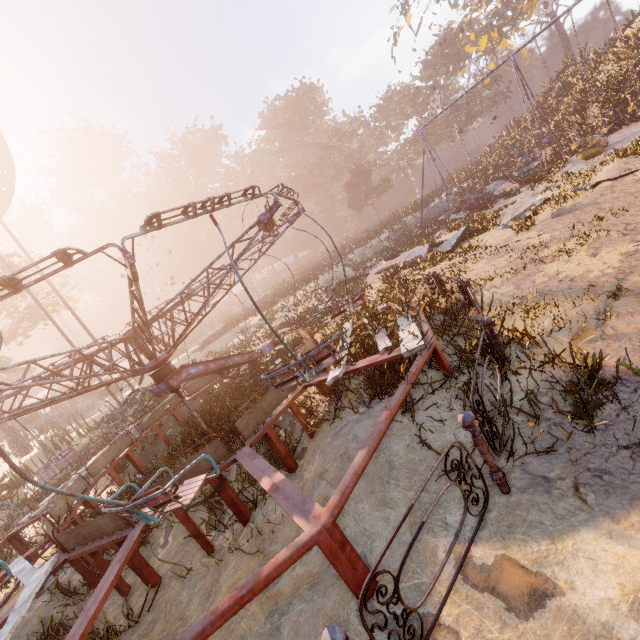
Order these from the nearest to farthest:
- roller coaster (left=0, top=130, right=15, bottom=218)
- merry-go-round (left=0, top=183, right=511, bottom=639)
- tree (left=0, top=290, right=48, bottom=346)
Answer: merry-go-round (left=0, top=183, right=511, bottom=639) → roller coaster (left=0, top=130, right=15, bottom=218) → tree (left=0, top=290, right=48, bottom=346)

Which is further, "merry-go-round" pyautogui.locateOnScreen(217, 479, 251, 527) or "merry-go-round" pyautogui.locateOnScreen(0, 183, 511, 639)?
"merry-go-round" pyautogui.locateOnScreen(217, 479, 251, 527)

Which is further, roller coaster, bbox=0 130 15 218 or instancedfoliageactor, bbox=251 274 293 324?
instancedfoliageactor, bbox=251 274 293 324

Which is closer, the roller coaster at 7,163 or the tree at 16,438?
the roller coaster at 7,163

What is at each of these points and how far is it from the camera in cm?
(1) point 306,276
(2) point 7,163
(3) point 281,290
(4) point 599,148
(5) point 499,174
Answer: (1) instancedfoliageactor, 3130
(2) roller coaster, 1600
(3) instancedfoliageactor, 3341
(4) swing, 1460
(5) instancedfoliageactor, 2394

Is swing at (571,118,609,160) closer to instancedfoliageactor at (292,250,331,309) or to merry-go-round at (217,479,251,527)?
instancedfoliageactor at (292,250,331,309)

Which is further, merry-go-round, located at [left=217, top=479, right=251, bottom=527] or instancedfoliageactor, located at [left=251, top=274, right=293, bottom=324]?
instancedfoliageactor, located at [left=251, top=274, right=293, bottom=324]

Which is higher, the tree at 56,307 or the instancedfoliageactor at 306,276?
the tree at 56,307
